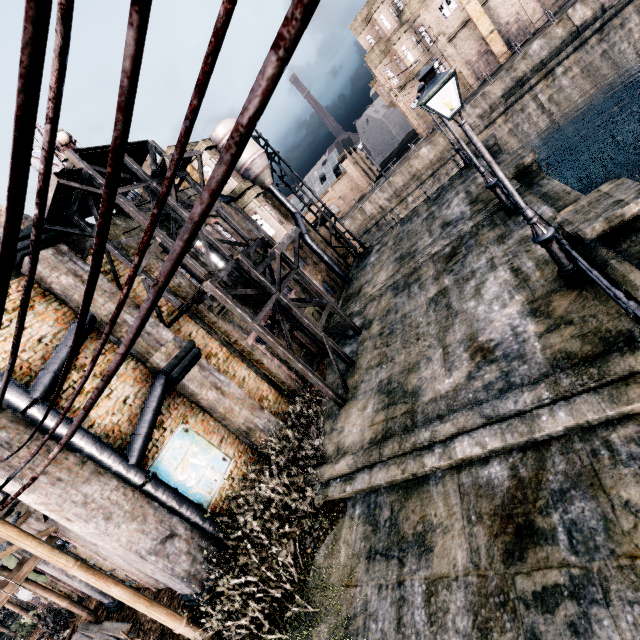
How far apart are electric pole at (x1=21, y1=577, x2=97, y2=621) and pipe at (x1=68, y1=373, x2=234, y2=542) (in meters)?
9.35

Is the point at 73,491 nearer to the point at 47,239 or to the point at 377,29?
the point at 47,239

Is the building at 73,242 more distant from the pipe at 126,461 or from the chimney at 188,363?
the pipe at 126,461

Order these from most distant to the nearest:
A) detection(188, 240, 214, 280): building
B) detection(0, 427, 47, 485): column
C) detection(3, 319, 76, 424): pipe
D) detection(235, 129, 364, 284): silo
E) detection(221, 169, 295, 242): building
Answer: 1. detection(235, 129, 364, 284): silo
2. detection(221, 169, 295, 242): building
3. detection(188, 240, 214, 280): building
4. detection(3, 319, 76, 424): pipe
5. detection(0, 427, 47, 485): column

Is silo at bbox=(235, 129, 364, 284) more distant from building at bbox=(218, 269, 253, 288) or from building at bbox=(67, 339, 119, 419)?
building at bbox=(67, 339, 119, 419)

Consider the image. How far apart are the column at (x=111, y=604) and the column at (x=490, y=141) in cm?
3013

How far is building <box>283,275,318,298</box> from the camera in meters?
19.4

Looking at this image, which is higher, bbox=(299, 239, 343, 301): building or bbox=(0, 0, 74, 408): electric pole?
bbox=(0, 0, 74, 408): electric pole
